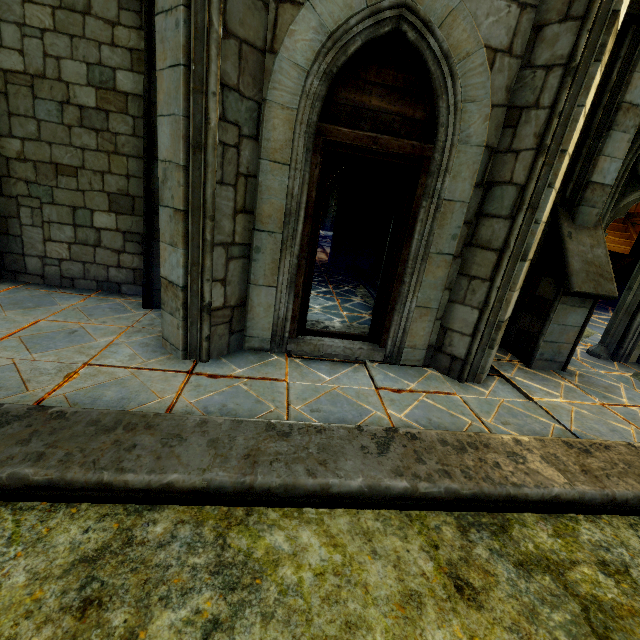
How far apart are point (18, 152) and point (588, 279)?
8.8 meters

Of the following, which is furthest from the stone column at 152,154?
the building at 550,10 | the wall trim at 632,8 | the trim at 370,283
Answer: the wall trim at 632,8

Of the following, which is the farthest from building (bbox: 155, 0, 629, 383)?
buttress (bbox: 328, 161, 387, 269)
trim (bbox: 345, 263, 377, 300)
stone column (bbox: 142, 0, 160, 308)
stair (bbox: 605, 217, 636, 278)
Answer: stair (bbox: 605, 217, 636, 278)

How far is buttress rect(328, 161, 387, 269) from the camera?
10.5m

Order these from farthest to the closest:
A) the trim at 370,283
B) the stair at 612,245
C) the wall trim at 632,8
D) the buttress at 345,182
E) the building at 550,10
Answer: the stair at 612,245
the buttress at 345,182
the trim at 370,283
the wall trim at 632,8
the building at 550,10

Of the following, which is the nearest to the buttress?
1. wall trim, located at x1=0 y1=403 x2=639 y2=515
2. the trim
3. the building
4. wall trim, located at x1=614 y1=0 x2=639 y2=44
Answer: the trim

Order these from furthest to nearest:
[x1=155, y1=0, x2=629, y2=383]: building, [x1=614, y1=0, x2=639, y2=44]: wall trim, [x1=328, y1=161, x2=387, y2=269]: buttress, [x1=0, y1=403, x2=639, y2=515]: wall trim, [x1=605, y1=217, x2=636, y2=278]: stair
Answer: [x1=605, y1=217, x2=636, y2=278]: stair, [x1=328, y1=161, x2=387, y2=269]: buttress, [x1=614, y1=0, x2=639, y2=44]: wall trim, [x1=155, y1=0, x2=629, y2=383]: building, [x1=0, y1=403, x2=639, y2=515]: wall trim

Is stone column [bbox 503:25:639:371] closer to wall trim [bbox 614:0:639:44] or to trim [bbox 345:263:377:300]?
wall trim [bbox 614:0:639:44]
